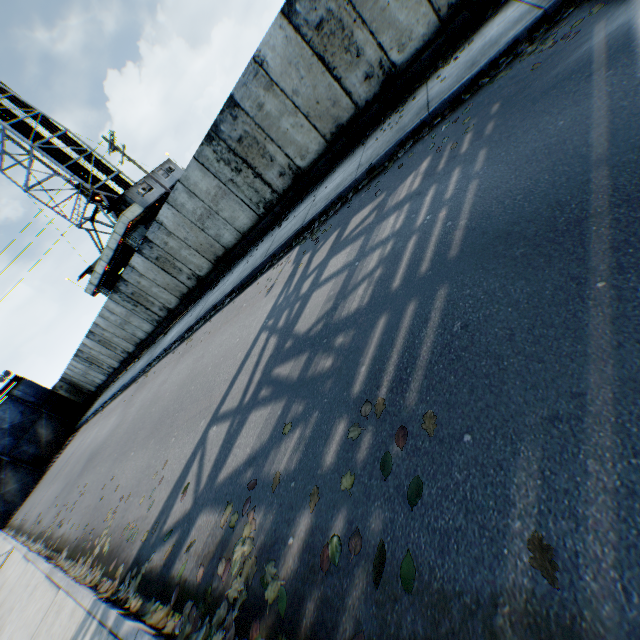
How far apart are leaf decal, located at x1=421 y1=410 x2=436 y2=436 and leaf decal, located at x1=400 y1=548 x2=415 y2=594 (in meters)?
0.70

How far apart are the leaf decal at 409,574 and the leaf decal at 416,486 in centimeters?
30cm

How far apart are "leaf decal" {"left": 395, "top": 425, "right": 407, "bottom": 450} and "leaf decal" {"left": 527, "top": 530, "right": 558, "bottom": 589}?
0.9m

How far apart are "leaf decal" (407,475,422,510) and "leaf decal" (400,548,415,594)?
0.30m

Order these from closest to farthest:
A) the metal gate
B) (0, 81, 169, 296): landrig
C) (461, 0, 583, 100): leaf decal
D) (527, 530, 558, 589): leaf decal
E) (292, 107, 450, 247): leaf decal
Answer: (527, 530, 558, 589): leaf decal
(461, 0, 583, 100): leaf decal
(292, 107, 450, 247): leaf decal
the metal gate
(0, 81, 169, 296): landrig

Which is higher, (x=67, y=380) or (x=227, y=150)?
(x=67, y=380)

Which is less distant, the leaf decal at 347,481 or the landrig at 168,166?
the leaf decal at 347,481

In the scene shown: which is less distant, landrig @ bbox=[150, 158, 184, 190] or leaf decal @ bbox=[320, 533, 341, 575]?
leaf decal @ bbox=[320, 533, 341, 575]
